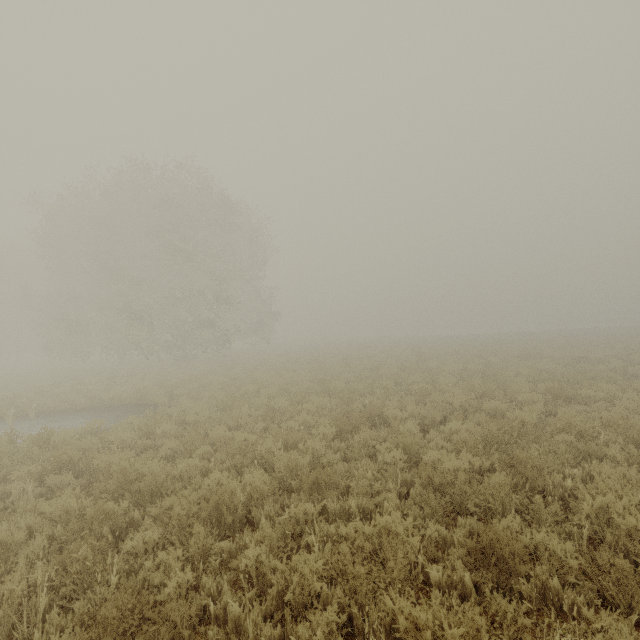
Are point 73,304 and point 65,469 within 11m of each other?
no
